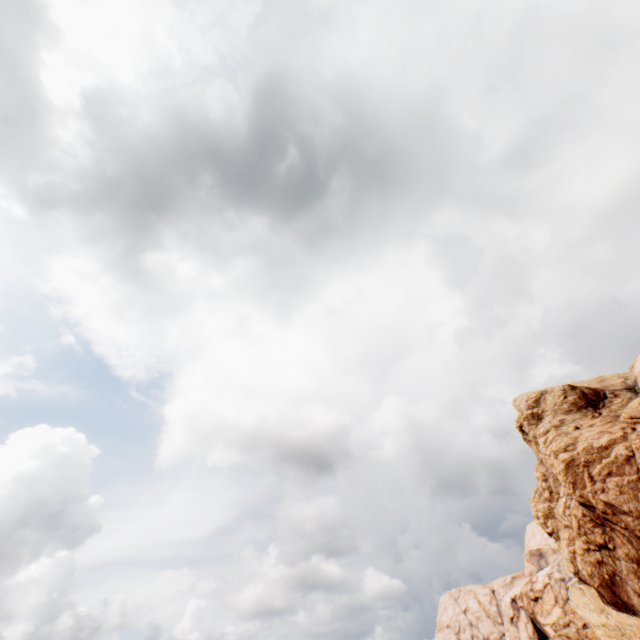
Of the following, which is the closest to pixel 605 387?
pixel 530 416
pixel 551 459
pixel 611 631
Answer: pixel 530 416
